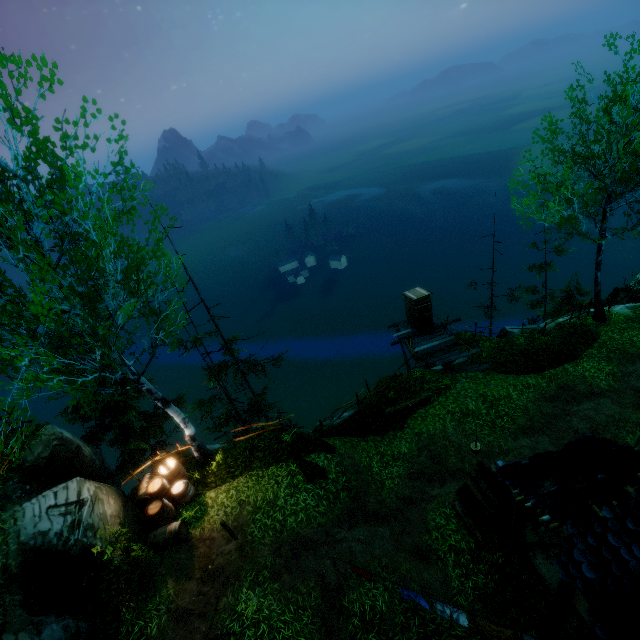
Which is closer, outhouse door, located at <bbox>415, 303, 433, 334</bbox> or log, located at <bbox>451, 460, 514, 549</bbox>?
log, located at <bbox>451, 460, 514, 549</bbox>

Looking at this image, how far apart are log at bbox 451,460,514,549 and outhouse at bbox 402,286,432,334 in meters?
9.9 m

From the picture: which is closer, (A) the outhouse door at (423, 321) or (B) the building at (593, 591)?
(B) the building at (593, 591)

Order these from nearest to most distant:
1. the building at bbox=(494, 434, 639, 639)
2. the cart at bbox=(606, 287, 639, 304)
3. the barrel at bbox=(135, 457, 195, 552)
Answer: the building at bbox=(494, 434, 639, 639) → the barrel at bbox=(135, 457, 195, 552) → the cart at bbox=(606, 287, 639, 304)

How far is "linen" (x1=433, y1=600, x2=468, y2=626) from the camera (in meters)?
6.68

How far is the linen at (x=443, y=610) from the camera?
6.7m

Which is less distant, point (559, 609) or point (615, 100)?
point (559, 609)

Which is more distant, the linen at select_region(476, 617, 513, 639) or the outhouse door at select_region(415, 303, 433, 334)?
the outhouse door at select_region(415, 303, 433, 334)
